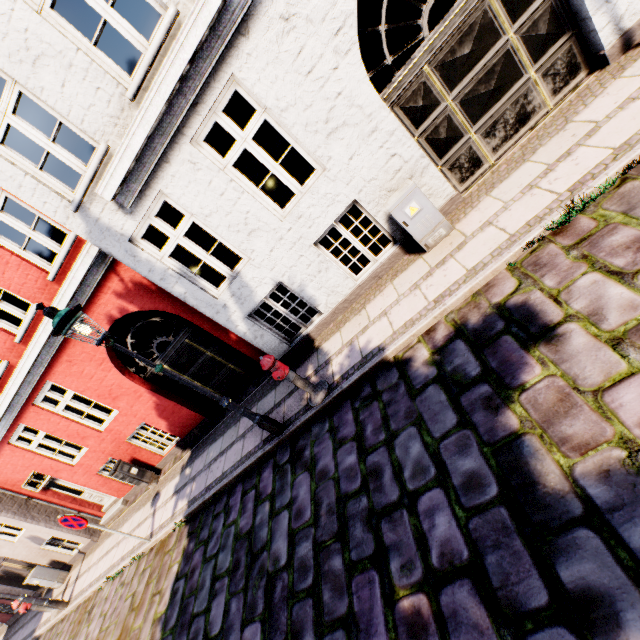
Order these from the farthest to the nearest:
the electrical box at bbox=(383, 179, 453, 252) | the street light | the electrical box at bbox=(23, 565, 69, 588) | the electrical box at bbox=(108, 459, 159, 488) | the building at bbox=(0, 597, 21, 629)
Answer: the building at bbox=(0, 597, 21, 629) < the electrical box at bbox=(23, 565, 69, 588) < the electrical box at bbox=(108, 459, 159, 488) < the electrical box at bbox=(383, 179, 453, 252) < the street light

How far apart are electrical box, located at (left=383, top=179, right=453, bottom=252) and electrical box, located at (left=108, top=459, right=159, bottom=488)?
9.6m

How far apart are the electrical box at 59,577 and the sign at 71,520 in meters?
7.0 m

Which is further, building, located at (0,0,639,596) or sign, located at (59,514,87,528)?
sign, located at (59,514,87,528)

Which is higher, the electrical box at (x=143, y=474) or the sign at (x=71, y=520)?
the sign at (x=71, y=520)

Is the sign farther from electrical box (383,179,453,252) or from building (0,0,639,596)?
electrical box (383,179,453,252)

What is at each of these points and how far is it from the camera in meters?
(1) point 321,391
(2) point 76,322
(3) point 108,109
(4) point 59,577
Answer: (1) hydrant, 5.3 m
(2) street light, 4.3 m
(3) building, 4.5 m
(4) electrical box, 11.0 m

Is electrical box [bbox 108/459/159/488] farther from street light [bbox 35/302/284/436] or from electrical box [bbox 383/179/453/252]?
electrical box [bbox 383/179/453/252]
